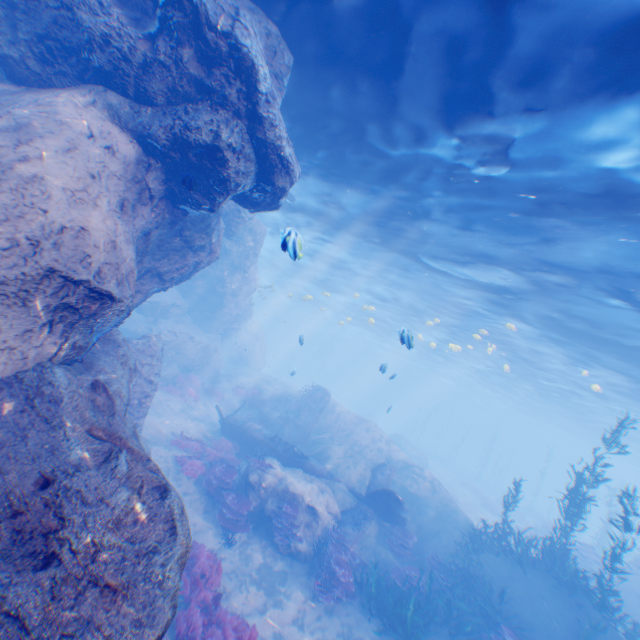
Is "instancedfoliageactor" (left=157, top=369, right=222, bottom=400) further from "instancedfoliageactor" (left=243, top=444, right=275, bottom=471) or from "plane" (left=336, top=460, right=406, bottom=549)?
"instancedfoliageactor" (left=243, top=444, right=275, bottom=471)

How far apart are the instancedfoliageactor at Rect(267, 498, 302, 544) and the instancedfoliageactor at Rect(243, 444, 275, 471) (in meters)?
1.25

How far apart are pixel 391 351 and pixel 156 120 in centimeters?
5538cm

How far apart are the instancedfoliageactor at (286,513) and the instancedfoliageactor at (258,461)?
1.2m

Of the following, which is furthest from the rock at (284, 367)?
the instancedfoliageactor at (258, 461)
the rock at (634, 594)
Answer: the rock at (634, 594)

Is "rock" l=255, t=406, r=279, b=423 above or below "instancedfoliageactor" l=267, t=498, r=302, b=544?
above

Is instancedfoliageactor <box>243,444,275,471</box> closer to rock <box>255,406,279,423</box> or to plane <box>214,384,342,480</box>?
rock <box>255,406,279,423</box>

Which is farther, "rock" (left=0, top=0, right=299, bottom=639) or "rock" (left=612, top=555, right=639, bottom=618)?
"rock" (left=612, top=555, right=639, bottom=618)
